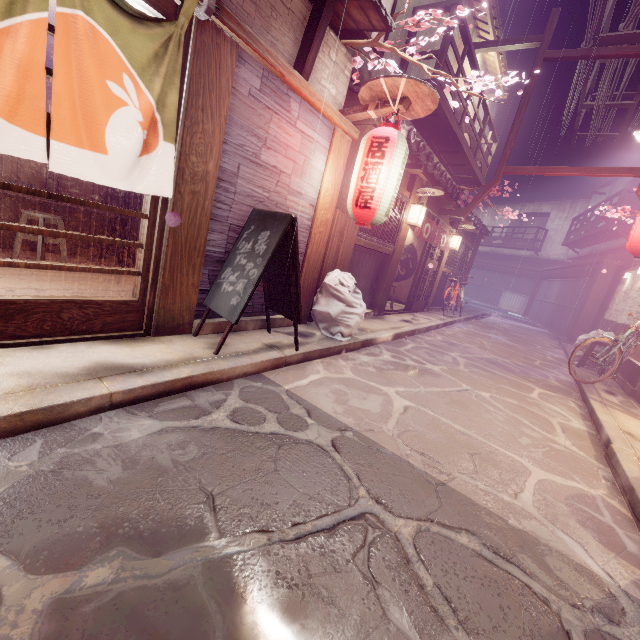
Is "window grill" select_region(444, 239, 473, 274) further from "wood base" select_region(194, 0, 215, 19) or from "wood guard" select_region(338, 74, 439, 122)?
"wood base" select_region(194, 0, 215, 19)

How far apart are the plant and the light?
5.2m

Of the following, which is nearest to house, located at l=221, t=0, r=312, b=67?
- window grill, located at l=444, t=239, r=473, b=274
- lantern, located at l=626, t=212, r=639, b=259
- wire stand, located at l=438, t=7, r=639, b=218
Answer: wire stand, located at l=438, t=7, r=639, b=218

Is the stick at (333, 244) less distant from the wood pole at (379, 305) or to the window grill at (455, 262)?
the wood pole at (379, 305)

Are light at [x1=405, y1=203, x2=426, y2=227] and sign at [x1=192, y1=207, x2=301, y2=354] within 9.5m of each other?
yes

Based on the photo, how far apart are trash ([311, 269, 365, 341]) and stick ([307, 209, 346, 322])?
0.09m

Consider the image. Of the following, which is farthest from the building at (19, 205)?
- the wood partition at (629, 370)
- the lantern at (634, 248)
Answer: the wood partition at (629, 370)

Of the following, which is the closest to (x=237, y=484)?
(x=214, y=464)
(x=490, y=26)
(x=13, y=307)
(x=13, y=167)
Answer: (x=214, y=464)
